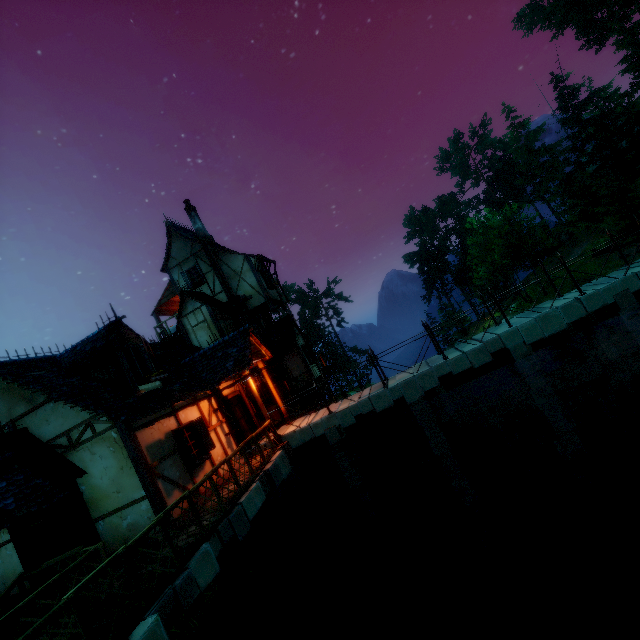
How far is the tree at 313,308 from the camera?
54.50m

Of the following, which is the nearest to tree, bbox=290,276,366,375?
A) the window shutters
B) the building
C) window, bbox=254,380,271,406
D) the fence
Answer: the fence

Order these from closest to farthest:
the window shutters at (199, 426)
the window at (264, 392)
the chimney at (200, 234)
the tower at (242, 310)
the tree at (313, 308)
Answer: the window shutters at (199, 426), the window at (264, 392), the tower at (242, 310), the chimney at (200, 234), the tree at (313, 308)

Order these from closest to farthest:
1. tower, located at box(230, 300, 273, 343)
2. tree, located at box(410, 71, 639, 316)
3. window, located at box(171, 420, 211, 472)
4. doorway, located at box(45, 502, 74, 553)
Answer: doorway, located at box(45, 502, 74, 553), window, located at box(171, 420, 211, 472), tower, located at box(230, 300, 273, 343), tree, located at box(410, 71, 639, 316)

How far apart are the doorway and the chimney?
15.2m

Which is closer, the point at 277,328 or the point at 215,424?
the point at 215,424

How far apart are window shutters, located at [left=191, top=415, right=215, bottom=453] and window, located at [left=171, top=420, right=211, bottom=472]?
0.0m

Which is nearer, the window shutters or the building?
the building
